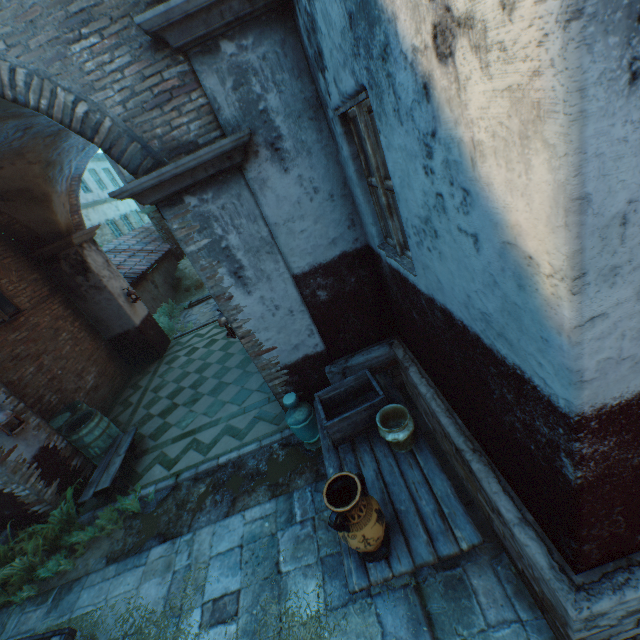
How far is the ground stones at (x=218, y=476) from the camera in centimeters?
437cm

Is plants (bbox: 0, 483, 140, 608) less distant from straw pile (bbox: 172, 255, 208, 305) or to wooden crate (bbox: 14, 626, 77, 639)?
wooden crate (bbox: 14, 626, 77, 639)

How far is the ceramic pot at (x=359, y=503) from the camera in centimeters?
231cm

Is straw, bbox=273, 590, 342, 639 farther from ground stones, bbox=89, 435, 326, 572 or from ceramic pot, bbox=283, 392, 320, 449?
ceramic pot, bbox=283, 392, 320, 449

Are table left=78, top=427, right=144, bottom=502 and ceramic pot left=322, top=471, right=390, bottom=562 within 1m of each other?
no

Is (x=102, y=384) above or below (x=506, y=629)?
above

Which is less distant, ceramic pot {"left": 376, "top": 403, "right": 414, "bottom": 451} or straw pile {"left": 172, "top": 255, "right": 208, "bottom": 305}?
ceramic pot {"left": 376, "top": 403, "right": 414, "bottom": 451}

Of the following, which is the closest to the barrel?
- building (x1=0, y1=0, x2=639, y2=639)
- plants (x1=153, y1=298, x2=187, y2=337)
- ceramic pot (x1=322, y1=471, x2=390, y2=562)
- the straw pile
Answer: building (x1=0, y1=0, x2=639, y2=639)
